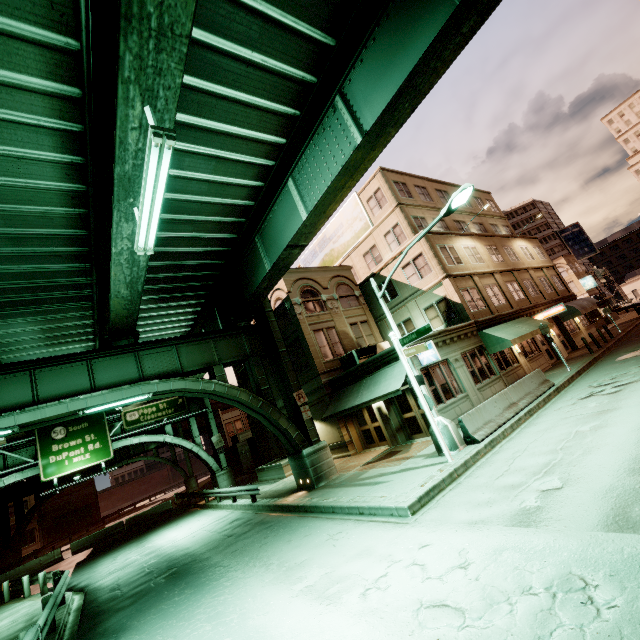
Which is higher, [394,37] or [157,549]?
[394,37]

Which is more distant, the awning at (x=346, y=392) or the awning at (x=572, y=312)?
the awning at (x=572, y=312)

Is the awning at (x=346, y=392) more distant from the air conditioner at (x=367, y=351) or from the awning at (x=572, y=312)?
the awning at (x=572, y=312)

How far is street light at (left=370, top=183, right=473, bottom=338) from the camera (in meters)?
10.05

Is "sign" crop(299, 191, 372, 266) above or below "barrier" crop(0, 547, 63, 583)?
above

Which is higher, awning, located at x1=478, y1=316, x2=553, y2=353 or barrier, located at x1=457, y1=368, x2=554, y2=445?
awning, located at x1=478, y1=316, x2=553, y2=353

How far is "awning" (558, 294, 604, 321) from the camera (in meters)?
27.45

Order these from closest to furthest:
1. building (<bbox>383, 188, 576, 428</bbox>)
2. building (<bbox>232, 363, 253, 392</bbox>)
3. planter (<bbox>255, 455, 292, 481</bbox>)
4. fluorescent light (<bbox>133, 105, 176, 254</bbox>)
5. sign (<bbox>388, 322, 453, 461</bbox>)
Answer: fluorescent light (<bbox>133, 105, 176, 254</bbox>), sign (<bbox>388, 322, 453, 461</bbox>), building (<bbox>383, 188, 576, 428</bbox>), planter (<bbox>255, 455, 292, 481</bbox>), building (<bbox>232, 363, 253, 392</bbox>)
